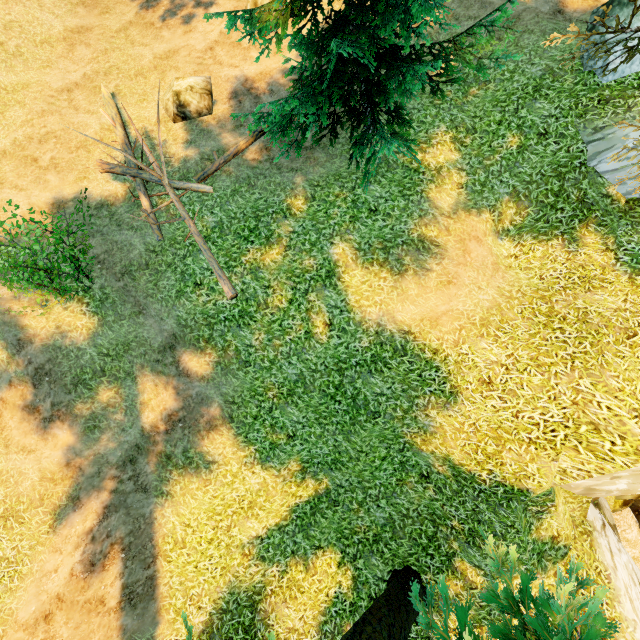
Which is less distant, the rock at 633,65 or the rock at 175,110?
the rock at 633,65

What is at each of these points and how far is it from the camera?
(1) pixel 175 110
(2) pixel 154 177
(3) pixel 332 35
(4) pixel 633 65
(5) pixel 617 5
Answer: (1) rock, 11.0m
(2) log, 10.0m
(3) tree, 7.8m
(4) rock, 8.5m
(5) rock, 8.4m

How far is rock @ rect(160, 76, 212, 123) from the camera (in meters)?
10.71

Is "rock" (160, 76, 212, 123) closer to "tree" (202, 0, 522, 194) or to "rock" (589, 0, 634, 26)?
"tree" (202, 0, 522, 194)

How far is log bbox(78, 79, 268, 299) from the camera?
9.1 meters

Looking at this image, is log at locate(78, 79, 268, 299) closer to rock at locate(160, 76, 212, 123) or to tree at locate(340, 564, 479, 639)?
tree at locate(340, 564, 479, 639)

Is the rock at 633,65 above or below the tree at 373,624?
above

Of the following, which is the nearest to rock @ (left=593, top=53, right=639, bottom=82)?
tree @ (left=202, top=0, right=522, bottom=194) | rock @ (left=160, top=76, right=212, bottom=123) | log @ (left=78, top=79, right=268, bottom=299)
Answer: tree @ (left=202, top=0, right=522, bottom=194)
